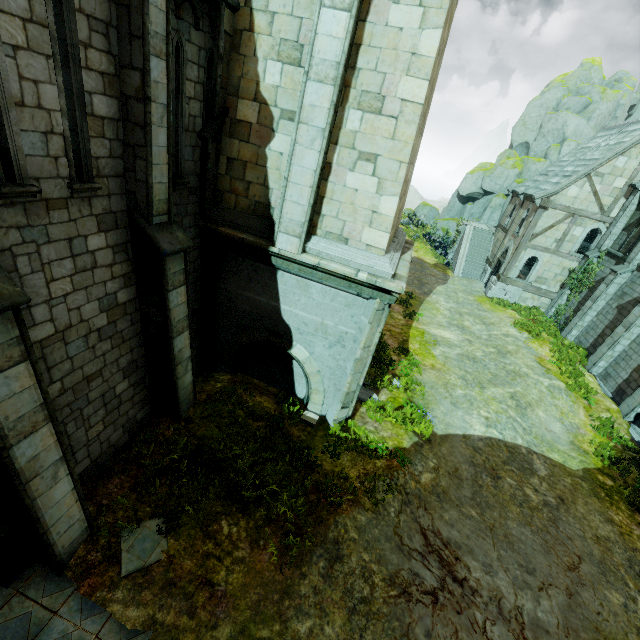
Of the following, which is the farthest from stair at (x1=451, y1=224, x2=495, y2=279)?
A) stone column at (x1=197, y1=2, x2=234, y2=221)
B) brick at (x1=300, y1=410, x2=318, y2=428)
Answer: stone column at (x1=197, y1=2, x2=234, y2=221)

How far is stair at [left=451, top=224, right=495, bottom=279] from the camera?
28.89m

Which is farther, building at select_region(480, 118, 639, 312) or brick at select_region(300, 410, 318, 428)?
building at select_region(480, 118, 639, 312)

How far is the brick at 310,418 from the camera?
9.41m

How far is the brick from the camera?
9.41m

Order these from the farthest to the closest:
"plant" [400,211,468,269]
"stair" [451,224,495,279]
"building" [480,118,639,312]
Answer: "plant" [400,211,468,269]
"stair" [451,224,495,279]
"building" [480,118,639,312]

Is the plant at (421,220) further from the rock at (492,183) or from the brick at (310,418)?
the brick at (310,418)

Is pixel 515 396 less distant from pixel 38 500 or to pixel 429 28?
pixel 429 28
